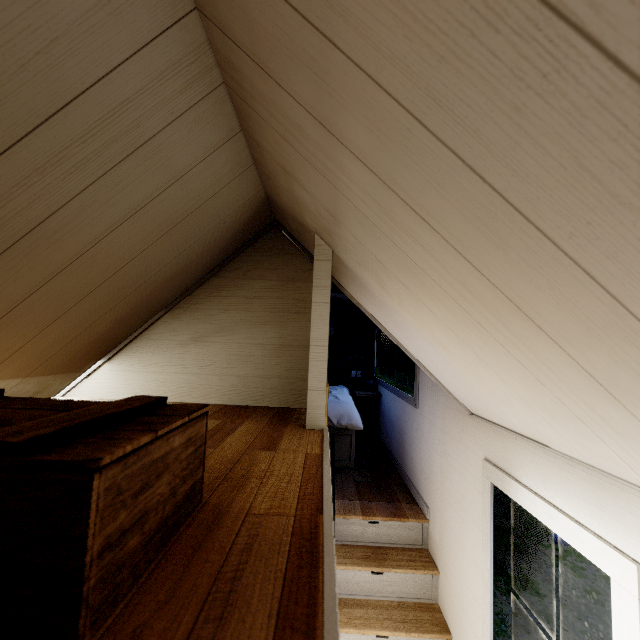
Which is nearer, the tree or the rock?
the tree

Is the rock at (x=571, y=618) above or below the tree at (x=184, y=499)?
below

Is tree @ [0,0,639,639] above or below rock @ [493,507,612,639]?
above

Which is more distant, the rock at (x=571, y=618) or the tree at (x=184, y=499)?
the rock at (x=571, y=618)

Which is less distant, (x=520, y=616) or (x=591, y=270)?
(x=591, y=270)
